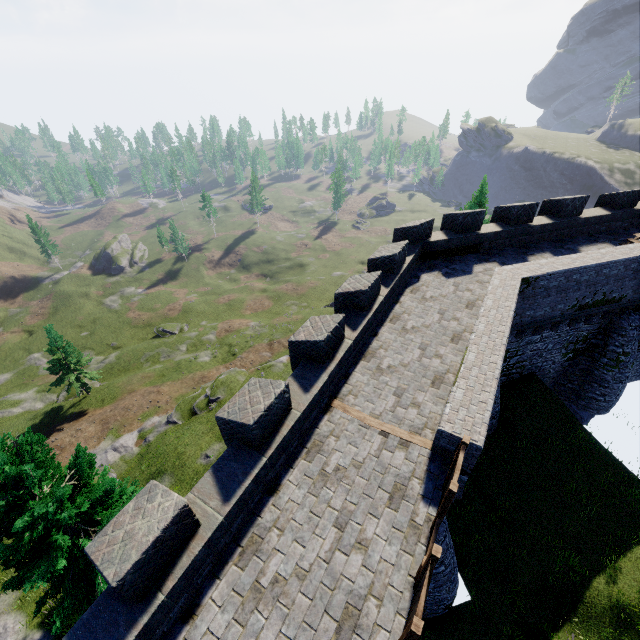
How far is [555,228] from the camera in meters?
16.6
